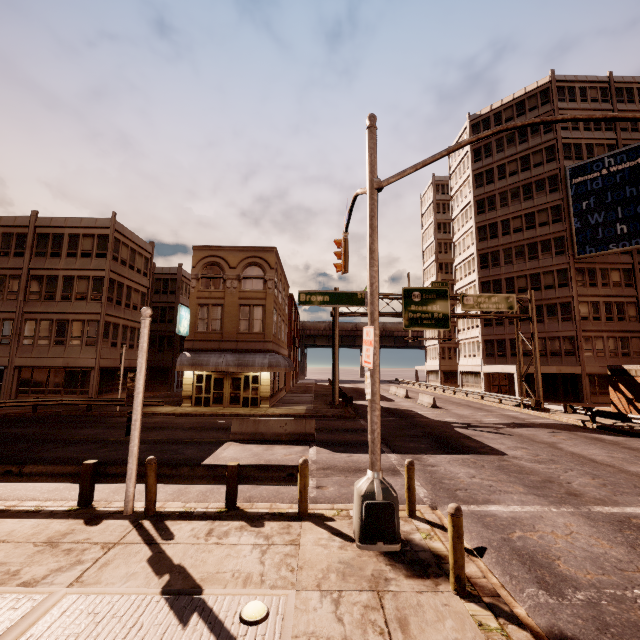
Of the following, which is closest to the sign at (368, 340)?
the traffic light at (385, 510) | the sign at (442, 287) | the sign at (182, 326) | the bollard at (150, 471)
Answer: the traffic light at (385, 510)

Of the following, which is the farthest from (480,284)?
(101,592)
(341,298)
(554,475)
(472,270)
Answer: (101,592)

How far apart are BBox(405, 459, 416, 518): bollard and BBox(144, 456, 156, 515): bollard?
5.7 meters

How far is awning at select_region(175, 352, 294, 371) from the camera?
24.5 meters

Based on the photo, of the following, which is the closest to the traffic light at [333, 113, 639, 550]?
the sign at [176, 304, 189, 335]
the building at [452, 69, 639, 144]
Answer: the sign at [176, 304, 189, 335]

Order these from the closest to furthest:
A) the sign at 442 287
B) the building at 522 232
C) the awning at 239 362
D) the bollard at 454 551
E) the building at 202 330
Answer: the bollard at 454 551
the awning at 239 362
the building at 202 330
the sign at 442 287
the building at 522 232

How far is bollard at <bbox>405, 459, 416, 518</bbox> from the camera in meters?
7.3 m

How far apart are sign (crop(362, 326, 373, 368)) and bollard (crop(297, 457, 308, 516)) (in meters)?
2.07
